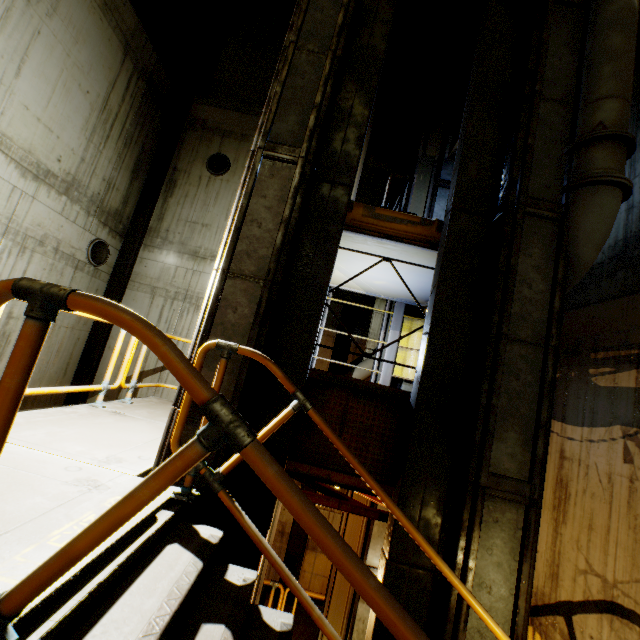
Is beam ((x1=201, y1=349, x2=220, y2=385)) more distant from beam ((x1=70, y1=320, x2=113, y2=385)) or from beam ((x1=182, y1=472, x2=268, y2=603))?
beam ((x1=70, y1=320, x2=113, y2=385))

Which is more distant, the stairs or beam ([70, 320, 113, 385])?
beam ([70, 320, 113, 385])

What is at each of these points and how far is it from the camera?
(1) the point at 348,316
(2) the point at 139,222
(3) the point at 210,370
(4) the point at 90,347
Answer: (1) beam, 9.92m
(2) beam, 10.66m
(3) beam, 3.32m
(4) beam, 9.95m

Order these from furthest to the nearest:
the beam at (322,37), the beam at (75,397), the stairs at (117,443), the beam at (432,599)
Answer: the beam at (75,397)
the beam at (322,37)
the beam at (432,599)
the stairs at (117,443)

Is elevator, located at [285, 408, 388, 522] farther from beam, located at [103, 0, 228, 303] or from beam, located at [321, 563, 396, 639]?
beam, located at [103, 0, 228, 303]

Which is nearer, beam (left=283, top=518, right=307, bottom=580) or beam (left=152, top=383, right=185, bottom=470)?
beam (left=152, top=383, right=185, bottom=470)

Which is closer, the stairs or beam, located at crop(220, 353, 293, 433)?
the stairs

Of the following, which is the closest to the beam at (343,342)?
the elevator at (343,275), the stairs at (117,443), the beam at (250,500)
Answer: the beam at (250,500)
